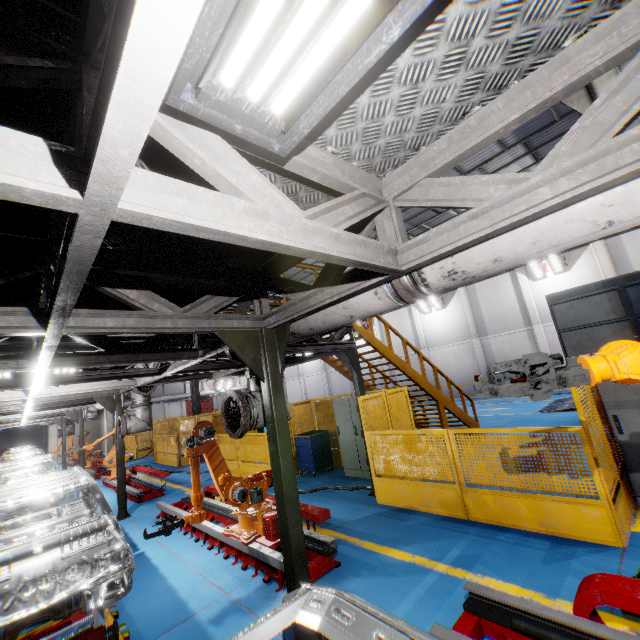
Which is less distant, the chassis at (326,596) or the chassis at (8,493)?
the chassis at (326,596)

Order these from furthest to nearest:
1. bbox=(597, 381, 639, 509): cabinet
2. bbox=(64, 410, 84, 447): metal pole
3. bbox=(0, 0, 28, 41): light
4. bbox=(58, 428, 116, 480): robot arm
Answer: bbox=(64, 410, 84, 447): metal pole
bbox=(58, 428, 116, 480): robot arm
bbox=(597, 381, 639, 509): cabinet
bbox=(0, 0, 28, 41): light

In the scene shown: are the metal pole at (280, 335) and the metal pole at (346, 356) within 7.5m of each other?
yes

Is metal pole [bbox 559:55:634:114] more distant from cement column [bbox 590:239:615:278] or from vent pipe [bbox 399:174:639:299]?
cement column [bbox 590:239:615:278]

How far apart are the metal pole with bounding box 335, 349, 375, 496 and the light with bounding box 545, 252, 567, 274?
17.13m

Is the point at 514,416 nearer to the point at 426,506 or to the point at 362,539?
the point at 426,506

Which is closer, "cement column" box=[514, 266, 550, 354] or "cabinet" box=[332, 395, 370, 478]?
"cabinet" box=[332, 395, 370, 478]

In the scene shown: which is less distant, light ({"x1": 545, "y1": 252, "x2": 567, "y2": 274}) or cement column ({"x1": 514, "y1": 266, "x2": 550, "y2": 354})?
light ({"x1": 545, "y1": 252, "x2": 567, "y2": 274})
